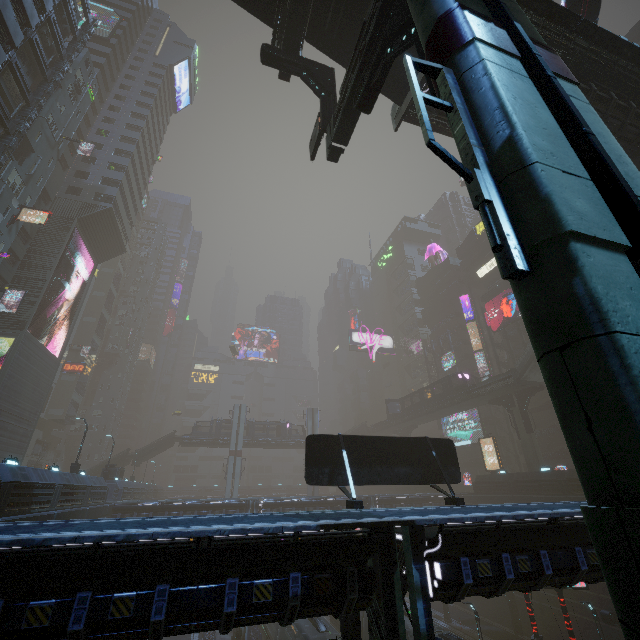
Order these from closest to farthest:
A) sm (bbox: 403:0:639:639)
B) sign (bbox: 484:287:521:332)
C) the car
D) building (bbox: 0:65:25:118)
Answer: sm (bbox: 403:0:639:639), the car, building (bbox: 0:65:25:118), sign (bbox: 484:287:521:332)

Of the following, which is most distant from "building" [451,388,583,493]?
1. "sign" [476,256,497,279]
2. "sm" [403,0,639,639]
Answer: "sm" [403,0,639,639]

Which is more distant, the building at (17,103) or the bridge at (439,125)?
the building at (17,103)

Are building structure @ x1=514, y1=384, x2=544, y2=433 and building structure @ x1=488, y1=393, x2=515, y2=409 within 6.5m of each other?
yes

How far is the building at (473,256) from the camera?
52.7m

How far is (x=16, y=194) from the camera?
30.5m

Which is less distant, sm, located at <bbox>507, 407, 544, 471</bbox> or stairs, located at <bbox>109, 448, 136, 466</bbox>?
sm, located at <bbox>507, 407, 544, 471</bbox>

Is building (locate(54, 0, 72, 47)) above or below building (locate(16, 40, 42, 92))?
above
